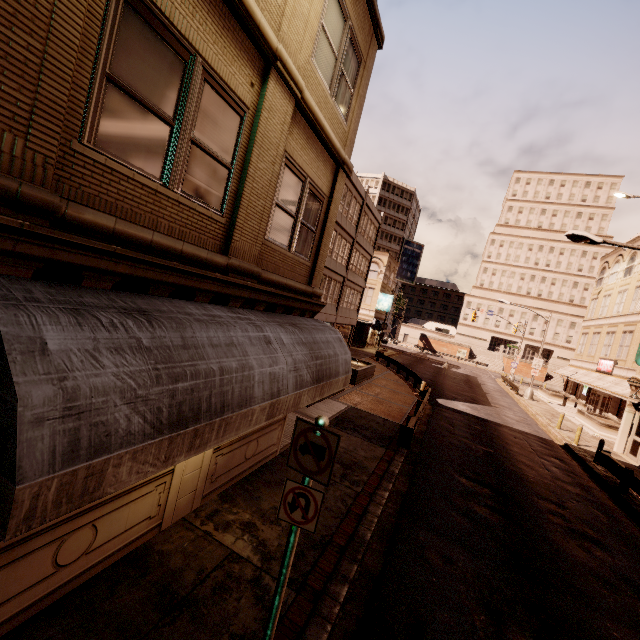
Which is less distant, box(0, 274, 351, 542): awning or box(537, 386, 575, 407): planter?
box(0, 274, 351, 542): awning

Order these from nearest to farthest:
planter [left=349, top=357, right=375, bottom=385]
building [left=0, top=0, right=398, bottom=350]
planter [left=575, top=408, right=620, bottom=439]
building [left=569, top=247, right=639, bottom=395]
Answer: building [left=0, top=0, right=398, bottom=350] → planter [left=349, top=357, right=375, bottom=385] → planter [left=575, top=408, right=620, bottom=439] → building [left=569, top=247, right=639, bottom=395]

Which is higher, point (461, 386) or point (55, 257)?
point (55, 257)

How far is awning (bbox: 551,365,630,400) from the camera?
25.1 meters

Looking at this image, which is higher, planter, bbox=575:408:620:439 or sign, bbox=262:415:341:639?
sign, bbox=262:415:341:639

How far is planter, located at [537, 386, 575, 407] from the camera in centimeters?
3575cm

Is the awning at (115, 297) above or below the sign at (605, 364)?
below

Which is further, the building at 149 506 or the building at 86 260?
the building at 149 506
